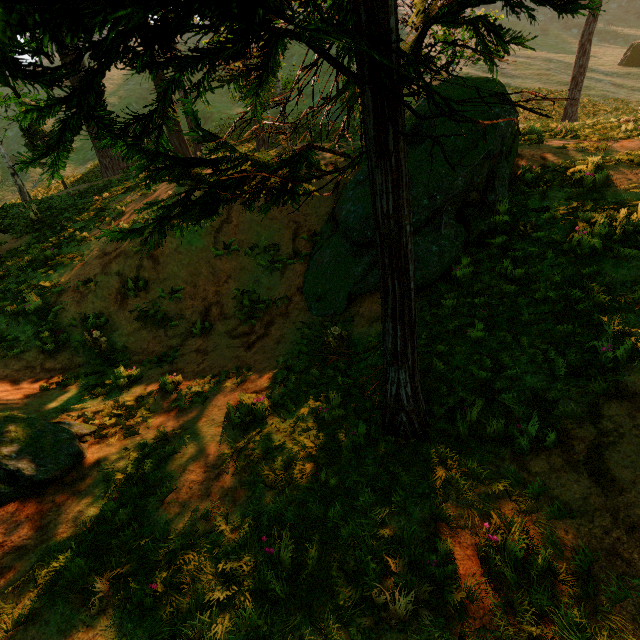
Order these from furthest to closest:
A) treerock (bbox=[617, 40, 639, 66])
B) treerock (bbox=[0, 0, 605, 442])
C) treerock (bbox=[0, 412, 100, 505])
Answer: treerock (bbox=[617, 40, 639, 66]) → treerock (bbox=[0, 412, 100, 505]) → treerock (bbox=[0, 0, 605, 442])

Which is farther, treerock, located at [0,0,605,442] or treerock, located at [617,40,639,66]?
treerock, located at [617,40,639,66]

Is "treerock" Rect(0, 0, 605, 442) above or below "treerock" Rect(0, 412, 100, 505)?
above

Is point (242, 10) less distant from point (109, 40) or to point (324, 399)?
point (109, 40)

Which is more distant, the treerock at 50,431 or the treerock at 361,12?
the treerock at 50,431
